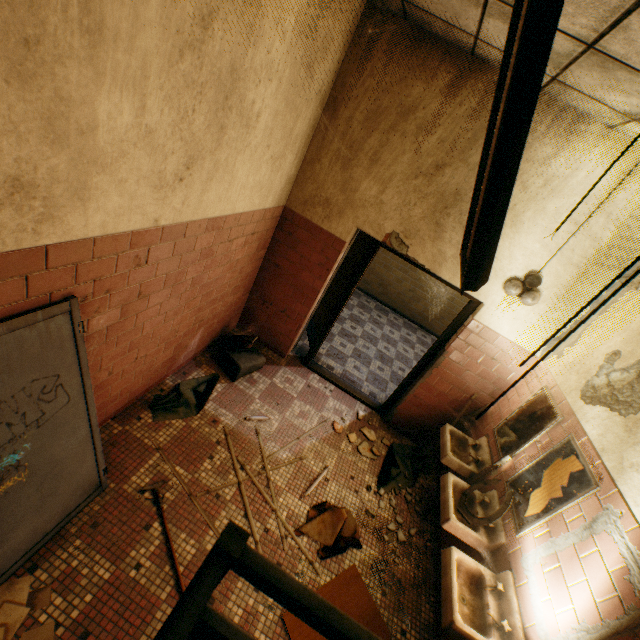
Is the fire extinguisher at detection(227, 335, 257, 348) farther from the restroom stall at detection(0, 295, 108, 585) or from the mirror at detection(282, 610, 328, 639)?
the mirror at detection(282, 610, 328, 639)

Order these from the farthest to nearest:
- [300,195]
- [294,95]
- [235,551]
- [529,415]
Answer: [300,195] → [529,415] → [294,95] → [235,551]

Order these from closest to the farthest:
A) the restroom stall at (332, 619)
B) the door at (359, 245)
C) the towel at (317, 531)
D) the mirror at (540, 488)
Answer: the restroom stall at (332, 619)
the mirror at (540, 488)
the towel at (317, 531)
the door at (359, 245)

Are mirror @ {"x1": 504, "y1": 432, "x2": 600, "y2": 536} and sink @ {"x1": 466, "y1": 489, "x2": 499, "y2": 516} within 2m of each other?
yes

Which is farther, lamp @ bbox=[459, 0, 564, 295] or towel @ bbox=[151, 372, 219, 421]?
towel @ bbox=[151, 372, 219, 421]

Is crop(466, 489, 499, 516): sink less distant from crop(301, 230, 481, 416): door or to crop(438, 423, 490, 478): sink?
crop(438, 423, 490, 478): sink

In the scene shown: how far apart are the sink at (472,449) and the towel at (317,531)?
1.1 meters

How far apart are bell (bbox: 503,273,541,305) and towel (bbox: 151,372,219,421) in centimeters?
343cm
